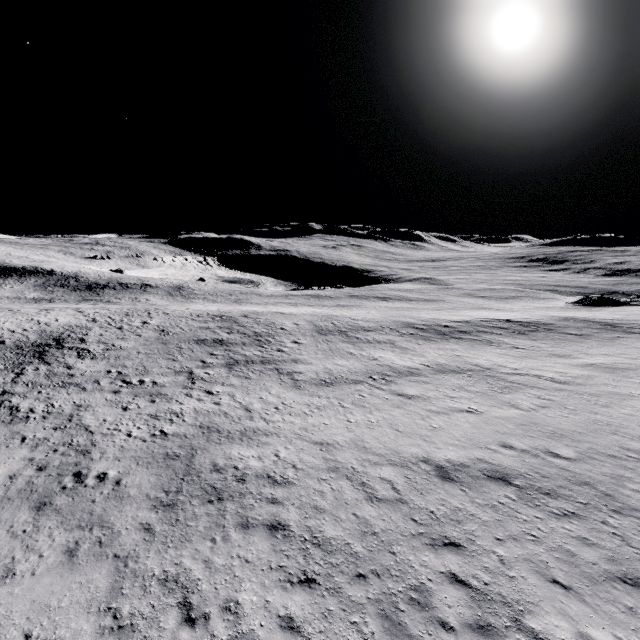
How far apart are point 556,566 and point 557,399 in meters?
13.3 m
